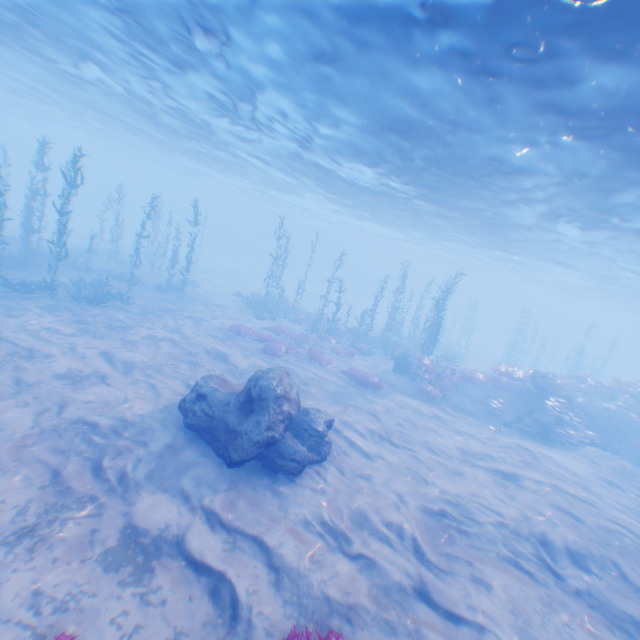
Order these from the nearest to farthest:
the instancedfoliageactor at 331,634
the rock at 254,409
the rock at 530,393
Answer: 1. the instancedfoliageactor at 331,634
2. the rock at 254,409
3. the rock at 530,393

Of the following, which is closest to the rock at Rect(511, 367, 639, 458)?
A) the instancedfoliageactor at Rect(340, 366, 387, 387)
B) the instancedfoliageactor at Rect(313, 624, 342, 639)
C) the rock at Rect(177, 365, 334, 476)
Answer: the rock at Rect(177, 365, 334, 476)

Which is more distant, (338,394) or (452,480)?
(338,394)

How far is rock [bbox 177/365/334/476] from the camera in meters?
9.3 m

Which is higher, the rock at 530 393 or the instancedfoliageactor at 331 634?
the rock at 530 393

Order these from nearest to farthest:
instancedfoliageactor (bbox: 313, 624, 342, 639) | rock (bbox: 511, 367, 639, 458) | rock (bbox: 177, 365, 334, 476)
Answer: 1. instancedfoliageactor (bbox: 313, 624, 342, 639)
2. rock (bbox: 177, 365, 334, 476)
3. rock (bbox: 511, 367, 639, 458)

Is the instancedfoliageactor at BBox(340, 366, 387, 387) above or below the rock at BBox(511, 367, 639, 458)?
below

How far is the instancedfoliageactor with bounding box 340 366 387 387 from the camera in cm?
1900
